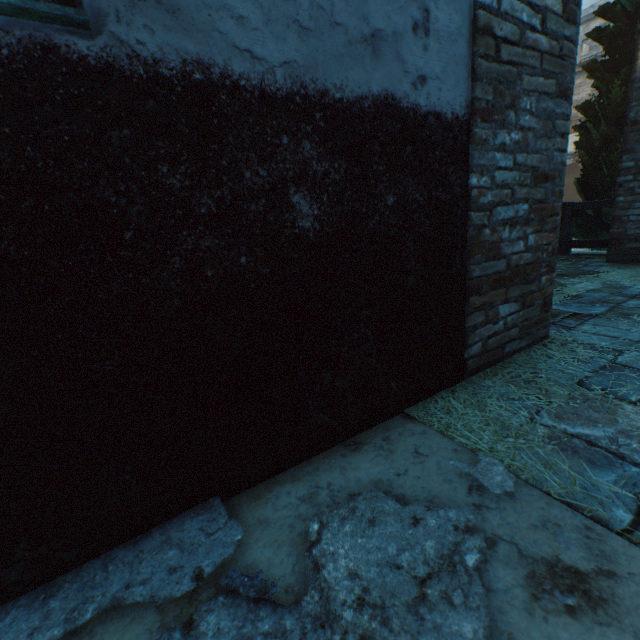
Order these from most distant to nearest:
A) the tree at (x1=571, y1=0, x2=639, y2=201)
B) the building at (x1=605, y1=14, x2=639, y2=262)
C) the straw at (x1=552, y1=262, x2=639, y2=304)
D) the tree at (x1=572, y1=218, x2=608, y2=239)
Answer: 1. the tree at (x1=572, y1=218, x2=608, y2=239)
2. the tree at (x1=571, y1=0, x2=639, y2=201)
3. the building at (x1=605, y1=14, x2=639, y2=262)
4. the straw at (x1=552, y1=262, x2=639, y2=304)

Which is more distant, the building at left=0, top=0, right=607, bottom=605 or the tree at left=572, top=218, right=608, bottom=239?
the tree at left=572, top=218, right=608, bottom=239

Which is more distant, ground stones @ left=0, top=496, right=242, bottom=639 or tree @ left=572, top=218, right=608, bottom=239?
tree @ left=572, top=218, right=608, bottom=239

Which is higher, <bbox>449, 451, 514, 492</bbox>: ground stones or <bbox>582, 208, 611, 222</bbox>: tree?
<bbox>582, 208, 611, 222</bbox>: tree

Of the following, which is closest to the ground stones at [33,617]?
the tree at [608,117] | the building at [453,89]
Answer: the building at [453,89]

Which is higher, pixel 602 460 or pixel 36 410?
pixel 36 410

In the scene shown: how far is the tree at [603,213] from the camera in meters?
6.1 m

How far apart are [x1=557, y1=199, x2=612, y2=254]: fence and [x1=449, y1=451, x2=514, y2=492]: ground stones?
6.6 meters
